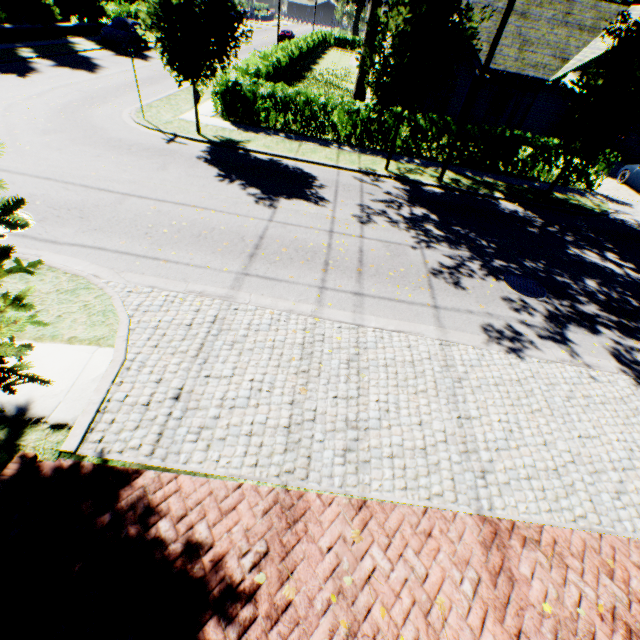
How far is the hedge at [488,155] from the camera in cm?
1480

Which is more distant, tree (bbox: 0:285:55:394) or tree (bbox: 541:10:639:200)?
tree (bbox: 541:10:639:200)

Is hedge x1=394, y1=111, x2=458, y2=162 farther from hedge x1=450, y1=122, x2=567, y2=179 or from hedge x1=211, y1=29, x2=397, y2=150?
hedge x1=211, y1=29, x2=397, y2=150

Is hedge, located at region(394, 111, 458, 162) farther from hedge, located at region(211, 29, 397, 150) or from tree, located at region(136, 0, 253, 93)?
hedge, located at region(211, 29, 397, 150)

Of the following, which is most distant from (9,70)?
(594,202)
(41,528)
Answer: (594,202)

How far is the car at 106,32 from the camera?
23.91m

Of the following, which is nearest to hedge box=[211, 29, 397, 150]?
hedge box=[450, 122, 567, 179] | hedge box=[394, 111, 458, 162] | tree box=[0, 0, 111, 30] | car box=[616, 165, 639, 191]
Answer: tree box=[0, 0, 111, 30]

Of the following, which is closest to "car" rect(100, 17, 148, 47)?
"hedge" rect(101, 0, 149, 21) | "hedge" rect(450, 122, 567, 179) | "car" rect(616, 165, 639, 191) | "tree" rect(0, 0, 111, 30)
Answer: "tree" rect(0, 0, 111, 30)
